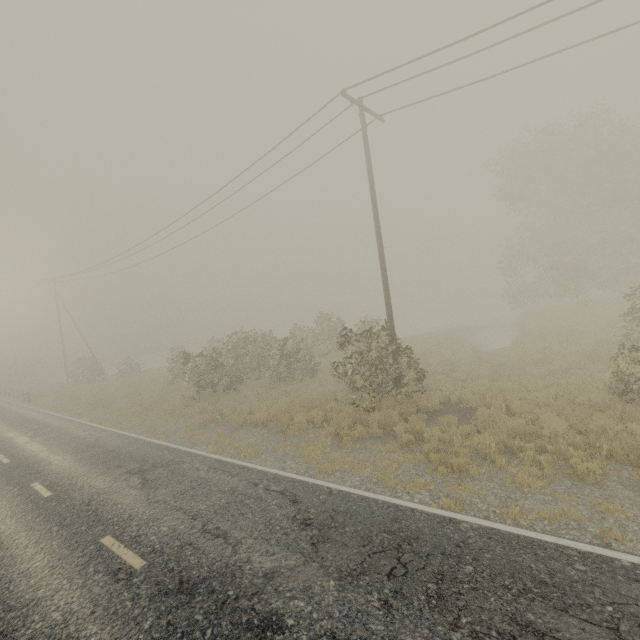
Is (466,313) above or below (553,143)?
below

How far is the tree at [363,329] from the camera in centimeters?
1213cm

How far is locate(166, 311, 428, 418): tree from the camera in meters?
12.1 m
